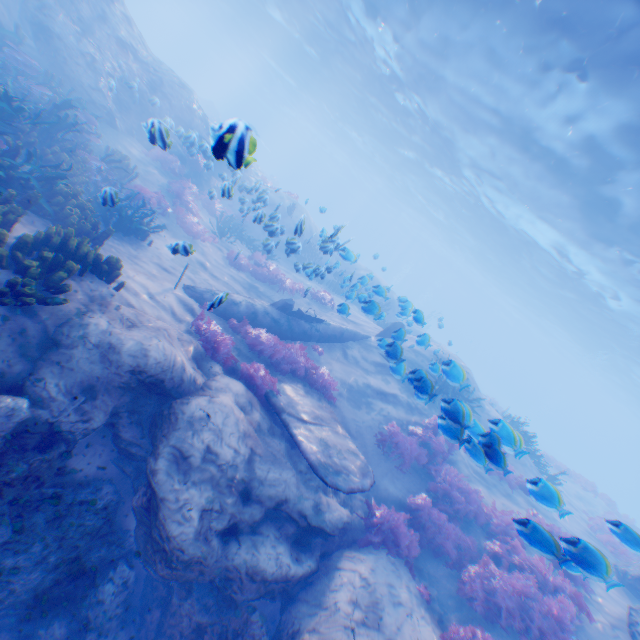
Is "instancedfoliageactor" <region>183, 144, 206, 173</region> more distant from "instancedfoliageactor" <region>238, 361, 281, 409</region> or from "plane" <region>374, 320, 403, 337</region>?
"instancedfoliageactor" <region>238, 361, 281, 409</region>

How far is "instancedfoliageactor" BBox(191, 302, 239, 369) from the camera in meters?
7.9

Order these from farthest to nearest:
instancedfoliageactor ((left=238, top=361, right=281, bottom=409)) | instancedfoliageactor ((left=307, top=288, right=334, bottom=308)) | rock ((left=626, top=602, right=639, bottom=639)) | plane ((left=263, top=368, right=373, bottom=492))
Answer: instancedfoliageactor ((left=307, top=288, right=334, bottom=308)), instancedfoliageactor ((left=238, top=361, right=281, bottom=409)), rock ((left=626, top=602, right=639, bottom=639)), plane ((left=263, top=368, right=373, bottom=492))

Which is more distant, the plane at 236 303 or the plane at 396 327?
the plane at 236 303

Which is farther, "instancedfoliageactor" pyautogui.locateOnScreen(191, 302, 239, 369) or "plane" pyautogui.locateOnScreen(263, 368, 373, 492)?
"instancedfoliageactor" pyautogui.locateOnScreen(191, 302, 239, 369)

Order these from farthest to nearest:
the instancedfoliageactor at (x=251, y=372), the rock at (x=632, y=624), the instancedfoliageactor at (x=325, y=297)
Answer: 1. the instancedfoliageactor at (x=325, y=297)
2. the instancedfoliageactor at (x=251, y=372)
3. the rock at (x=632, y=624)

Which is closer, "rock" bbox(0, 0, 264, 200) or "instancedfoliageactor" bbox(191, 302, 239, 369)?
"instancedfoliageactor" bbox(191, 302, 239, 369)

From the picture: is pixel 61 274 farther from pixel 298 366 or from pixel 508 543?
pixel 508 543
